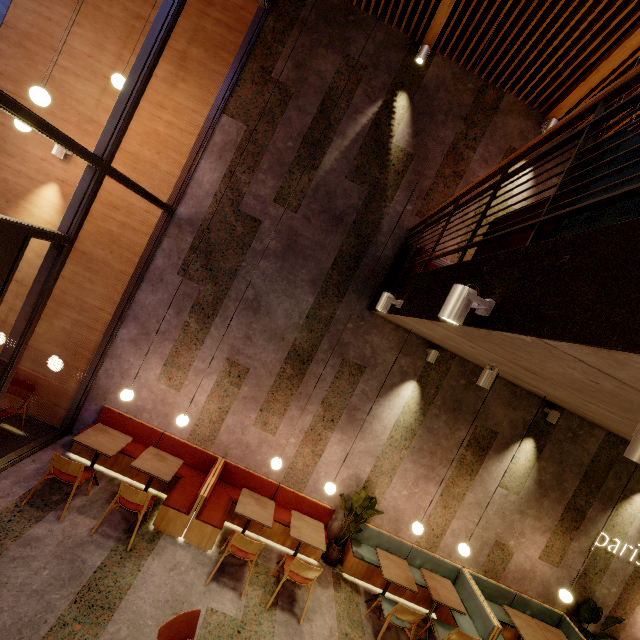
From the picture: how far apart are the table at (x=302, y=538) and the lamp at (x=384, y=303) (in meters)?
3.91

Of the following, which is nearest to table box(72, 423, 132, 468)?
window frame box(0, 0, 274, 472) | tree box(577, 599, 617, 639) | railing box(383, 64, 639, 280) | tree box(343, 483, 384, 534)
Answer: window frame box(0, 0, 274, 472)

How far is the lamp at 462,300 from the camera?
2.1 meters

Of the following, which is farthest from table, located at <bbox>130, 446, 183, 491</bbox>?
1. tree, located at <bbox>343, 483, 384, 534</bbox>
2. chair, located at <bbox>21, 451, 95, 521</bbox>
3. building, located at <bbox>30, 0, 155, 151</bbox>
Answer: tree, located at <bbox>343, 483, 384, 534</bbox>

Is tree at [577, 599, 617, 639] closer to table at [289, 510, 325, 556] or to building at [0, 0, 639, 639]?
building at [0, 0, 639, 639]

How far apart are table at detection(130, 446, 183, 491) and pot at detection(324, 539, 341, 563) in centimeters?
316cm

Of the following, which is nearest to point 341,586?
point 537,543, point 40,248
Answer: point 537,543

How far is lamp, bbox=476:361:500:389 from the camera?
4.1 meters
